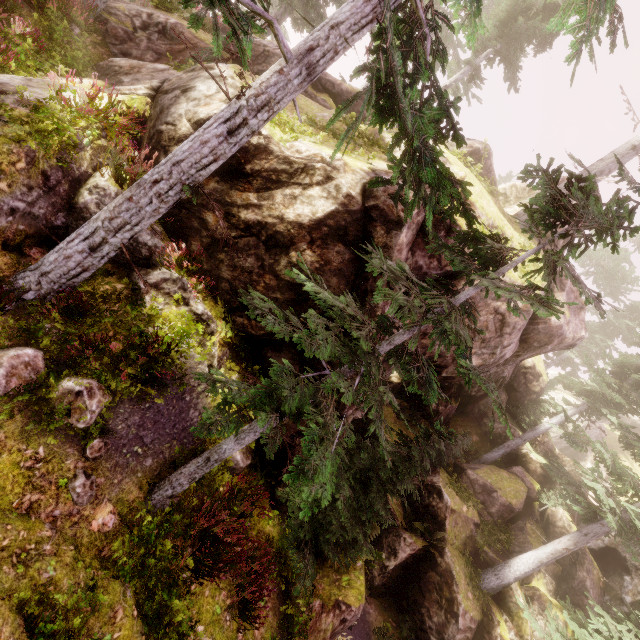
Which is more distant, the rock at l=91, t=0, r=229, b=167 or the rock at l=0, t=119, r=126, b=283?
the rock at l=91, t=0, r=229, b=167

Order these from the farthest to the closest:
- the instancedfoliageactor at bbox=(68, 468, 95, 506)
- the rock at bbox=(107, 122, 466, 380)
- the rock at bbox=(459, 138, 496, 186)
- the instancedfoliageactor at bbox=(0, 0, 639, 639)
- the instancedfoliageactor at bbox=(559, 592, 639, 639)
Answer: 1. the rock at bbox=(459, 138, 496, 186)
2. the instancedfoliageactor at bbox=(559, 592, 639, 639)
3. the rock at bbox=(107, 122, 466, 380)
4. the instancedfoliageactor at bbox=(68, 468, 95, 506)
5. the instancedfoliageactor at bbox=(0, 0, 639, 639)

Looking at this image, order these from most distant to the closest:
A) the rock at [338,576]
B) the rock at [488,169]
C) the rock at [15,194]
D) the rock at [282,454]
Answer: the rock at [488,169] → the rock at [282,454] → the rock at [338,576] → the rock at [15,194]

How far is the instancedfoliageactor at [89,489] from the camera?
5.34m

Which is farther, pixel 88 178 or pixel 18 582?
pixel 88 178

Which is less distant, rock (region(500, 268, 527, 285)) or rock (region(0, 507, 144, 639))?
rock (region(0, 507, 144, 639))

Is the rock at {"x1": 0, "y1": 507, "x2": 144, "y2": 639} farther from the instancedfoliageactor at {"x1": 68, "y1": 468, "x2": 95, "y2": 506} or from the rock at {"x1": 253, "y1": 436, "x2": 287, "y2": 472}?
the rock at {"x1": 253, "y1": 436, "x2": 287, "y2": 472}
